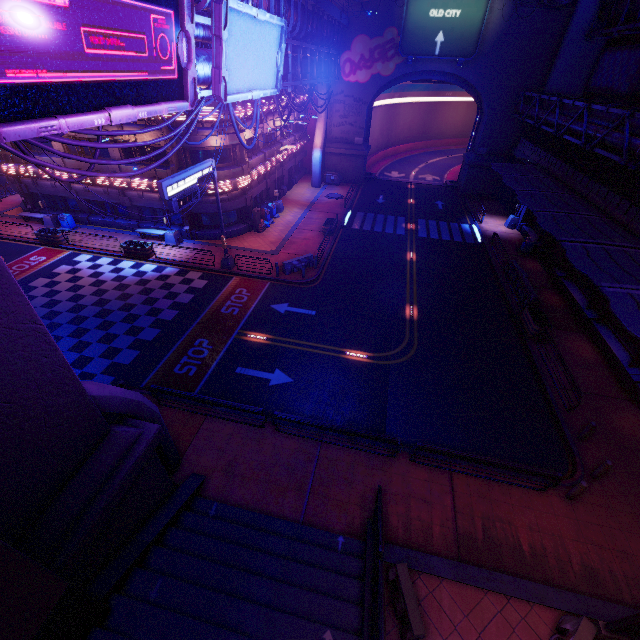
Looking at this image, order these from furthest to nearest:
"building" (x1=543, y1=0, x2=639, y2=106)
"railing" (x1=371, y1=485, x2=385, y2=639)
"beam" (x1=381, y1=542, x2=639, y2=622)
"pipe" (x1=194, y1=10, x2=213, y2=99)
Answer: "building" (x1=543, y1=0, x2=639, y2=106) < "pipe" (x1=194, y1=10, x2=213, y2=99) < "beam" (x1=381, y1=542, x2=639, y2=622) < "railing" (x1=371, y1=485, x2=385, y2=639)

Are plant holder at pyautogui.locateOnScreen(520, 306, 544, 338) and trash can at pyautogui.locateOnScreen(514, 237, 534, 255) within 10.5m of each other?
yes

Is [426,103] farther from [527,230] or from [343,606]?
[343,606]

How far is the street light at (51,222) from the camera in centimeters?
2550cm

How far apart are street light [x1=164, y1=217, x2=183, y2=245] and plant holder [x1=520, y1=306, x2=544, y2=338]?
25.2 meters

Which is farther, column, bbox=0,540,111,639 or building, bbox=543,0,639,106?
building, bbox=543,0,639,106

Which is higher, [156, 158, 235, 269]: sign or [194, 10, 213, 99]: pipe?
[194, 10, 213, 99]: pipe

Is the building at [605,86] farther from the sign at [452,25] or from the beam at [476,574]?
the beam at [476,574]
